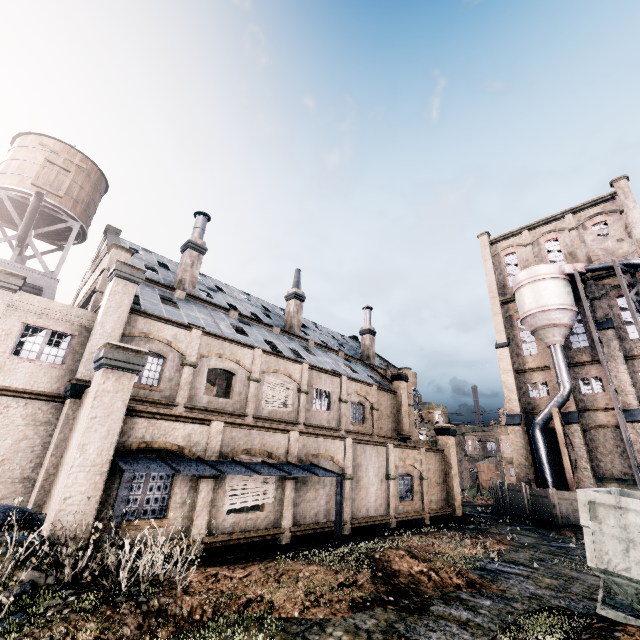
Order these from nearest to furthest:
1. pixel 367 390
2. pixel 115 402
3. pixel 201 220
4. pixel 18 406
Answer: pixel 115 402 < pixel 18 406 < pixel 201 220 < pixel 367 390

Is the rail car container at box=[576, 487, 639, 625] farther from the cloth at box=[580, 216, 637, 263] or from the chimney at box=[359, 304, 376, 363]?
the cloth at box=[580, 216, 637, 263]

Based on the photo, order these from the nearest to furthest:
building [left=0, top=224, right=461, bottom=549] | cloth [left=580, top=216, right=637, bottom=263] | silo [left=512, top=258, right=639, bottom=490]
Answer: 1. building [left=0, top=224, right=461, bottom=549]
2. silo [left=512, top=258, right=639, bottom=490]
3. cloth [left=580, top=216, right=637, bottom=263]

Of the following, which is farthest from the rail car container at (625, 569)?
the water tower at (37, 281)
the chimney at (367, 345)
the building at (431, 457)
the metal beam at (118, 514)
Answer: the water tower at (37, 281)

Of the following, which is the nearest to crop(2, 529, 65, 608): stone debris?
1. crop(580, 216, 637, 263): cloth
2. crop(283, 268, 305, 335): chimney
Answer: crop(283, 268, 305, 335): chimney

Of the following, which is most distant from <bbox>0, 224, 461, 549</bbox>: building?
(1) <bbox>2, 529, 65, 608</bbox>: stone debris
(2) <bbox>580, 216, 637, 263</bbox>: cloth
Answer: (2) <bbox>580, 216, 637, 263</bbox>: cloth

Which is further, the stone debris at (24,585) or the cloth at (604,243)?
the cloth at (604,243)

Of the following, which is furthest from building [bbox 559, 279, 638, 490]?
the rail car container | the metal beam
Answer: the metal beam
